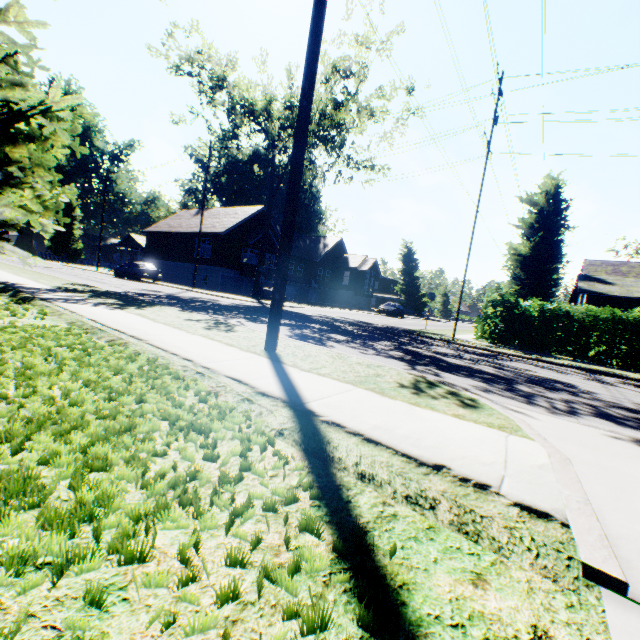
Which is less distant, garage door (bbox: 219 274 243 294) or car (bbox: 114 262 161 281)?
car (bbox: 114 262 161 281)

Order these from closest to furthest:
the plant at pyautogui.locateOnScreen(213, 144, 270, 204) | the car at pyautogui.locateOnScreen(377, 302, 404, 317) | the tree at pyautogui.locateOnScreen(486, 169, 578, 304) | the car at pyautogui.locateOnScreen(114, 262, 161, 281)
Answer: the tree at pyautogui.locateOnScreen(486, 169, 578, 304) → the car at pyautogui.locateOnScreen(114, 262, 161, 281) → the car at pyautogui.locateOnScreen(377, 302, 404, 317) → the plant at pyautogui.locateOnScreen(213, 144, 270, 204)

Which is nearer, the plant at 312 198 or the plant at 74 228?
the plant at 74 228

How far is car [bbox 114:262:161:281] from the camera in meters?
27.0

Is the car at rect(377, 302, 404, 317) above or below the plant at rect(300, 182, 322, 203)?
below

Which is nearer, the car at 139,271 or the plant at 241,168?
the car at 139,271

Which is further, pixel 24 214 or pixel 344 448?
pixel 24 214

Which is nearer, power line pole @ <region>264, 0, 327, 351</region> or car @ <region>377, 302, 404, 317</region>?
power line pole @ <region>264, 0, 327, 351</region>
